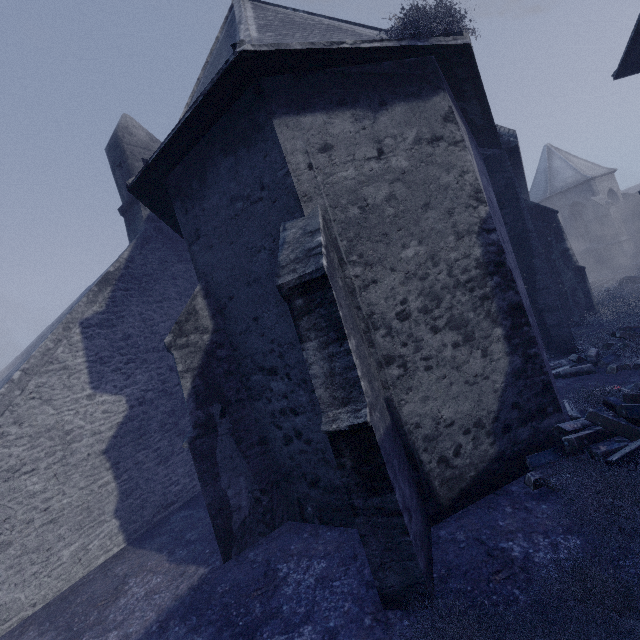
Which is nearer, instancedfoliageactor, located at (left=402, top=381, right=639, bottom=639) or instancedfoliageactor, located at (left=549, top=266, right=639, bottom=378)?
instancedfoliageactor, located at (left=402, top=381, right=639, bottom=639)

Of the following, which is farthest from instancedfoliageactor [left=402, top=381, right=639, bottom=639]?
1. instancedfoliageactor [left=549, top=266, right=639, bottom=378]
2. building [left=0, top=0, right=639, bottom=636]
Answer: instancedfoliageactor [left=549, top=266, right=639, bottom=378]

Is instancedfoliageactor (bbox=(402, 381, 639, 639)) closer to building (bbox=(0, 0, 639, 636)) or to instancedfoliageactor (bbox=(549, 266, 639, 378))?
building (bbox=(0, 0, 639, 636))

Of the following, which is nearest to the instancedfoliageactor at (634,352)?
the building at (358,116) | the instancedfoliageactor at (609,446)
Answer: the building at (358,116)

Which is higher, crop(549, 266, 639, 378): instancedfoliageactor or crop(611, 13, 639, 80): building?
crop(611, 13, 639, 80): building

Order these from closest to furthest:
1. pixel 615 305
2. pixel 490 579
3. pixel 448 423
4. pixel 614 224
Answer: pixel 490 579
pixel 448 423
pixel 615 305
pixel 614 224
